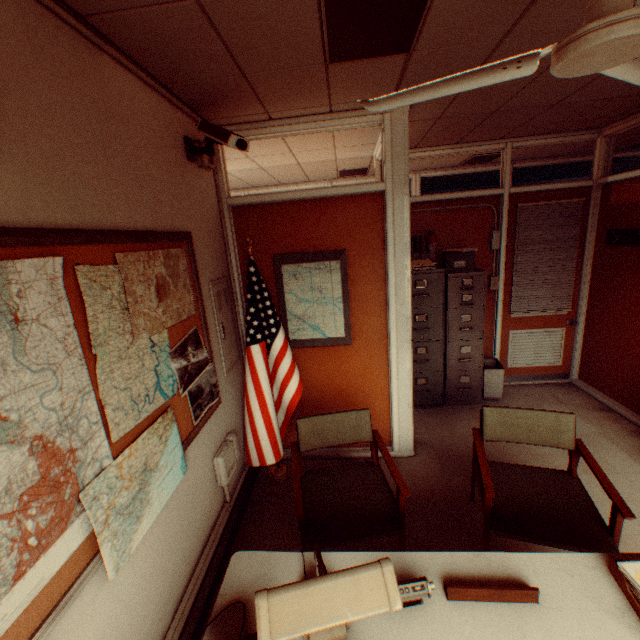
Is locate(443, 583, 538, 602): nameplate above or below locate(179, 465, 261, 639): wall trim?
above

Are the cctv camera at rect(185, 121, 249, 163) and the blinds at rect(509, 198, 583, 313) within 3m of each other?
no

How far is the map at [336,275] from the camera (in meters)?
3.22

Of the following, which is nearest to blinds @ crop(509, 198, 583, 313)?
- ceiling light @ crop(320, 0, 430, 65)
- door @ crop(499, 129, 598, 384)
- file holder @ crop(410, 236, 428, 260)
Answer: door @ crop(499, 129, 598, 384)

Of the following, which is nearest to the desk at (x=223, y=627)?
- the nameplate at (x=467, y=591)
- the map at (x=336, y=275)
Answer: the nameplate at (x=467, y=591)

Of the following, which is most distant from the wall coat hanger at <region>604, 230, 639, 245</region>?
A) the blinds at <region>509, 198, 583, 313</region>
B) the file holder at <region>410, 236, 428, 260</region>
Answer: the file holder at <region>410, 236, 428, 260</region>

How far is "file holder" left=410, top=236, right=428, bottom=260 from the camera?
4.36m

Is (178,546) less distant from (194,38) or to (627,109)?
(194,38)
